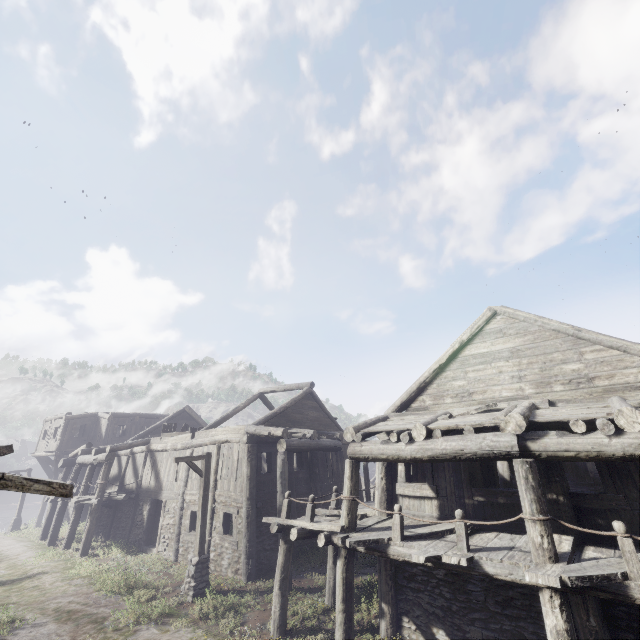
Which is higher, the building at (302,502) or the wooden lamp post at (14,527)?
the building at (302,502)

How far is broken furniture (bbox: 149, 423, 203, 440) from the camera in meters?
19.3 m

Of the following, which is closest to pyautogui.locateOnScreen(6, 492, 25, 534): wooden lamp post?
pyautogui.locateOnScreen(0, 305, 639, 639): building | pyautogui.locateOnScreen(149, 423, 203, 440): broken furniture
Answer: pyautogui.locateOnScreen(0, 305, 639, 639): building

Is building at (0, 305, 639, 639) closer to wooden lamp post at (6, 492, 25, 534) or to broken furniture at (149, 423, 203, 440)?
broken furniture at (149, 423, 203, 440)

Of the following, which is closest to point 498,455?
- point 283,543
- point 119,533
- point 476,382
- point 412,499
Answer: point 476,382

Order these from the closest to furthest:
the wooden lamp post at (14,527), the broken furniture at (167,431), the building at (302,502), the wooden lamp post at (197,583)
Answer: the building at (302,502)
the wooden lamp post at (197,583)
the broken furniture at (167,431)
the wooden lamp post at (14,527)

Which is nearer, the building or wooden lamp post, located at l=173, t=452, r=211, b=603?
the building

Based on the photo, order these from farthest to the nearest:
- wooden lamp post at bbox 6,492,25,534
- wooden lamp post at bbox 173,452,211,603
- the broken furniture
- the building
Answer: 1. wooden lamp post at bbox 6,492,25,534
2. the broken furniture
3. wooden lamp post at bbox 173,452,211,603
4. the building
